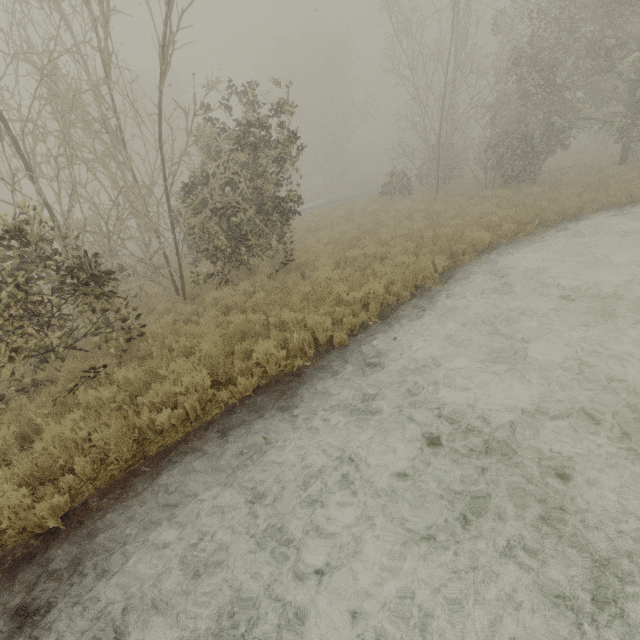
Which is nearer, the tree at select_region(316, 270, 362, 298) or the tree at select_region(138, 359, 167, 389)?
the tree at select_region(138, 359, 167, 389)

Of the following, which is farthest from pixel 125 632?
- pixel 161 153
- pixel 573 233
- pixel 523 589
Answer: A: pixel 573 233

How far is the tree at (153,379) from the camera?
5.6 meters

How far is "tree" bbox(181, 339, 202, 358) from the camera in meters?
6.1
